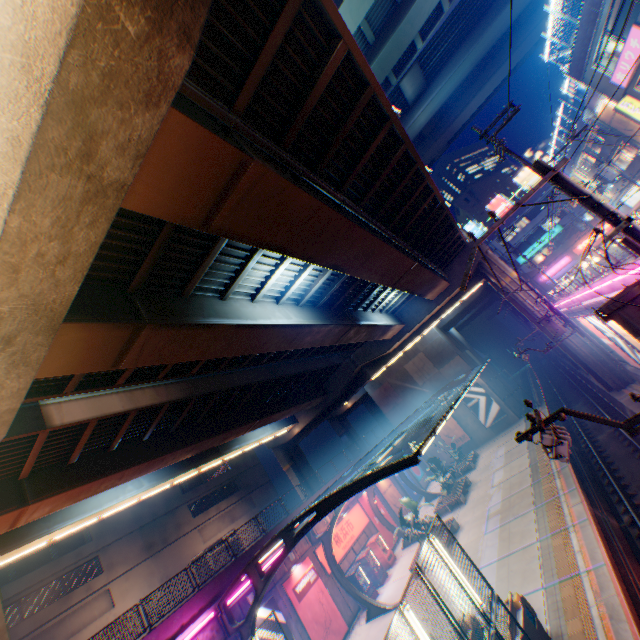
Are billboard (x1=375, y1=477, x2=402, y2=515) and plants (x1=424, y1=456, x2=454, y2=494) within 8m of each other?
yes

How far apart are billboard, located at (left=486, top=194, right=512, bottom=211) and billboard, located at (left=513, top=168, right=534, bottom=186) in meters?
3.0

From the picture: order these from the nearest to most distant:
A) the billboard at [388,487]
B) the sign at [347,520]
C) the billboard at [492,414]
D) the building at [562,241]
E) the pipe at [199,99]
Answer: the pipe at [199,99]
the sign at [347,520]
the billboard at [388,487]
the billboard at [492,414]
the building at [562,241]

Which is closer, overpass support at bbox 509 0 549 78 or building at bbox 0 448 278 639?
building at bbox 0 448 278 639

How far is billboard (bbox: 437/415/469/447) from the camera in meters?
36.5 m

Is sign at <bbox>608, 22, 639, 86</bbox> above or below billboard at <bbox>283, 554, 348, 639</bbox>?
above

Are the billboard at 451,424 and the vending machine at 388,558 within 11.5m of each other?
no

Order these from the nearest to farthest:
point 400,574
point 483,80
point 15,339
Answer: point 15,339 < point 400,574 < point 483,80
